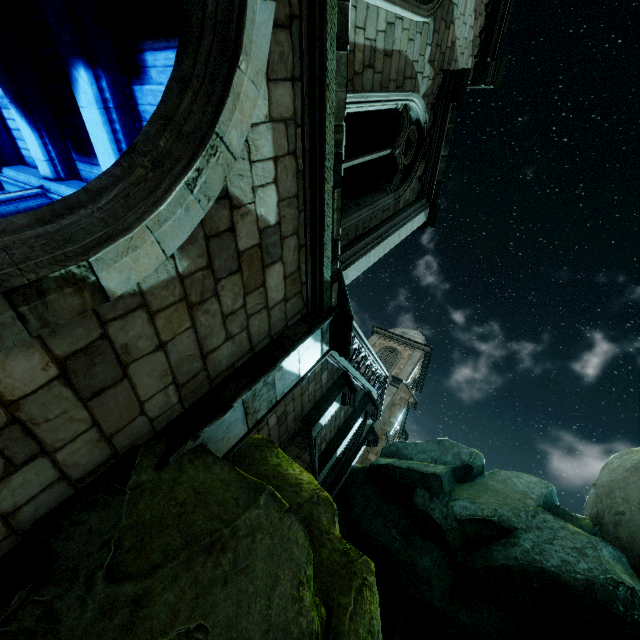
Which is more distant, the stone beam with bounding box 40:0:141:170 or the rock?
the stone beam with bounding box 40:0:141:170

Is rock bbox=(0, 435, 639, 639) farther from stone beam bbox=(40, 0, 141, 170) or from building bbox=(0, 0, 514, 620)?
stone beam bbox=(40, 0, 141, 170)

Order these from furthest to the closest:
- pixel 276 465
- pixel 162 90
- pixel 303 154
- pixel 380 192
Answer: pixel 380 192 < pixel 162 90 < pixel 276 465 < pixel 303 154

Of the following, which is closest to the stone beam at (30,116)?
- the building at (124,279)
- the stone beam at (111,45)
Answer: the building at (124,279)

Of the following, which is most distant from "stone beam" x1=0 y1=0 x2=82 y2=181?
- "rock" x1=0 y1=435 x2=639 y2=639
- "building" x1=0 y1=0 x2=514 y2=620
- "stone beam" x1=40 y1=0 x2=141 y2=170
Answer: "rock" x1=0 y1=435 x2=639 y2=639

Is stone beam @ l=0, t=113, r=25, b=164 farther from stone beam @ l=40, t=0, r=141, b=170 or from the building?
stone beam @ l=40, t=0, r=141, b=170

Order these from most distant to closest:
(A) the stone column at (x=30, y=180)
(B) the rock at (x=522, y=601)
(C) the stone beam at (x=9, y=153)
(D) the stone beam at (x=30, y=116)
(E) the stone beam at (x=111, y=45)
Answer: (C) the stone beam at (x=9, y=153)
(A) the stone column at (x=30, y=180)
(D) the stone beam at (x=30, y=116)
(E) the stone beam at (x=111, y=45)
(B) the rock at (x=522, y=601)

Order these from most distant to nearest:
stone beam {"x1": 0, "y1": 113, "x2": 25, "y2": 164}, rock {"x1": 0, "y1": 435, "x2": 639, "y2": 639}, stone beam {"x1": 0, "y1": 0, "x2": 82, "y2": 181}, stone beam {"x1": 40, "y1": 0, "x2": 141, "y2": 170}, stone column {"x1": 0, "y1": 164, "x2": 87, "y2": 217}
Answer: stone beam {"x1": 0, "y1": 113, "x2": 25, "y2": 164} → stone column {"x1": 0, "y1": 164, "x2": 87, "y2": 217} → stone beam {"x1": 0, "y1": 0, "x2": 82, "y2": 181} → stone beam {"x1": 40, "y1": 0, "x2": 141, "y2": 170} → rock {"x1": 0, "y1": 435, "x2": 639, "y2": 639}
